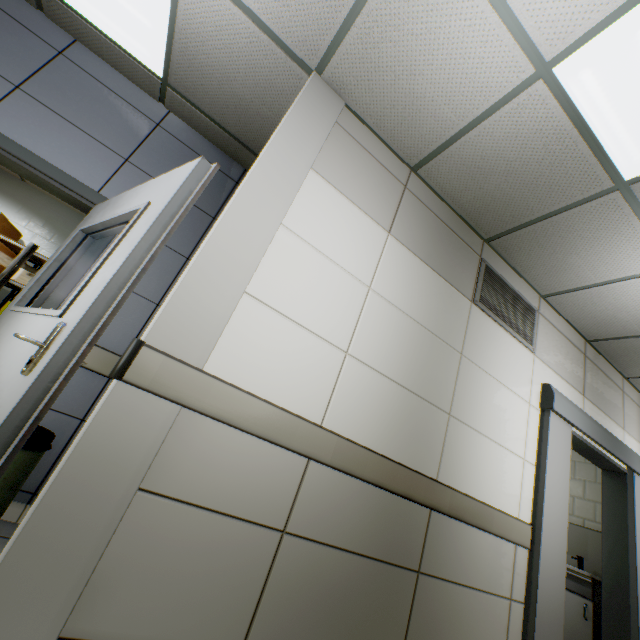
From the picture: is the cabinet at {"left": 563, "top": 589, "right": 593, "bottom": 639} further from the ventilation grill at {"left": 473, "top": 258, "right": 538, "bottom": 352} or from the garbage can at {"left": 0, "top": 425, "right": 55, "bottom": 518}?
the garbage can at {"left": 0, "top": 425, "right": 55, "bottom": 518}

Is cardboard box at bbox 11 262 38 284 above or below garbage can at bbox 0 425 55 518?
above

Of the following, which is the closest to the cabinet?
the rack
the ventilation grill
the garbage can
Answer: the ventilation grill

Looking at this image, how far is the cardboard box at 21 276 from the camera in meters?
4.6 m

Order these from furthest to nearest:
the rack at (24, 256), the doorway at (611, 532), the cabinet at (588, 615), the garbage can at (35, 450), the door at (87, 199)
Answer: the rack at (24, 256) < the cabinet at (588, 615) < the doorway at (611, 532) < the garbage can at (35, 450) < the door at (87, 199)

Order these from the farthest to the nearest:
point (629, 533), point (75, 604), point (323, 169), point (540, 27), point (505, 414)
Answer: point (629, 533) < point (505, 414) < point (323, 169) < point (540, 27) < point (75, 604)

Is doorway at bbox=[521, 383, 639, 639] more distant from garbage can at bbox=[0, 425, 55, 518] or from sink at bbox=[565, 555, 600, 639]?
garbage can at bbox=[0, 425, 55, 518]

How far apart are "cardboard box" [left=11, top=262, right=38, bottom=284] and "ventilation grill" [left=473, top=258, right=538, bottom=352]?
5.85m
